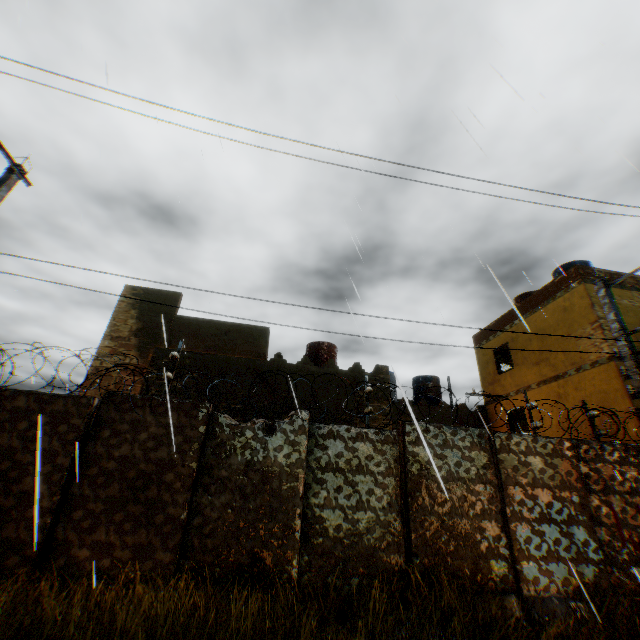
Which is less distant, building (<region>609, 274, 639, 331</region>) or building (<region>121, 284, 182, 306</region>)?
building (<region>609, 274, 639, 331</region>)

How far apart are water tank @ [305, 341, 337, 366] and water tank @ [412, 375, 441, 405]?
5.8m

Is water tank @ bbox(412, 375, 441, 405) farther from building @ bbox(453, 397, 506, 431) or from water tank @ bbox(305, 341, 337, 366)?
water tank @ bbox(305, 341, 337, 366)

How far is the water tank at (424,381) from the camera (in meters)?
18.36

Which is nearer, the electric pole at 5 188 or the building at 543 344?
the electric pole at 5 188

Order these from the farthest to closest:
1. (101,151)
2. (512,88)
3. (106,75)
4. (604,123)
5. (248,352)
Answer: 1. (248,352)
2. (604,123)
3. (101,151)
4. (512,88)
5. (106,75)

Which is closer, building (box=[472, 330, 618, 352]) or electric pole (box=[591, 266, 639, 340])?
electric pole (box=[591, 266, 639, 340])
